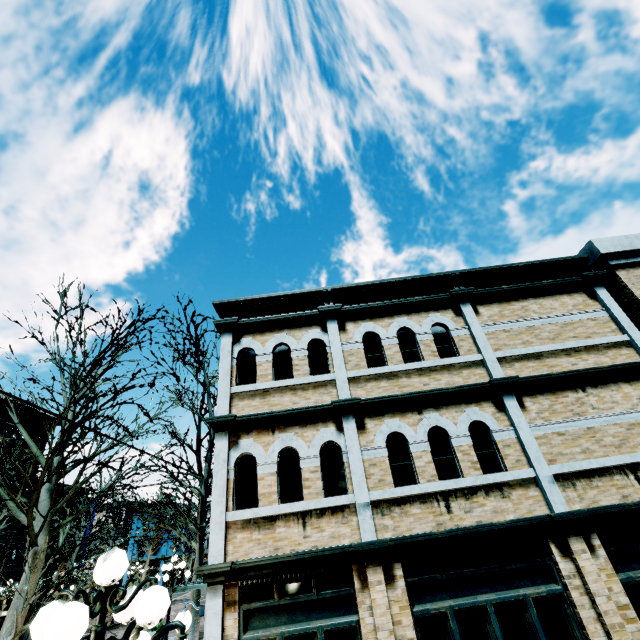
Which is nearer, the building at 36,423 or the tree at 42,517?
the tree at 42,517

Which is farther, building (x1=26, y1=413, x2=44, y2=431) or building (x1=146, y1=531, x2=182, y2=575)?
building (x1=146, y1=531, x2=182, y2=575)

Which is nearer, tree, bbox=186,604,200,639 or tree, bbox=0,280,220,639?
tree, bbox=0,280,220,639

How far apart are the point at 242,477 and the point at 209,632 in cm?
254

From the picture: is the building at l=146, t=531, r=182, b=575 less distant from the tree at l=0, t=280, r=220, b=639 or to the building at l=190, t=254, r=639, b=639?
the tree at l=0, t=280, r=220, b=639

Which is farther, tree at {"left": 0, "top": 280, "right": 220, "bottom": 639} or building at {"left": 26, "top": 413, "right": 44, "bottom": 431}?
building at {"left": 26, "top": 413, "right": 44, "bottom": 431}
